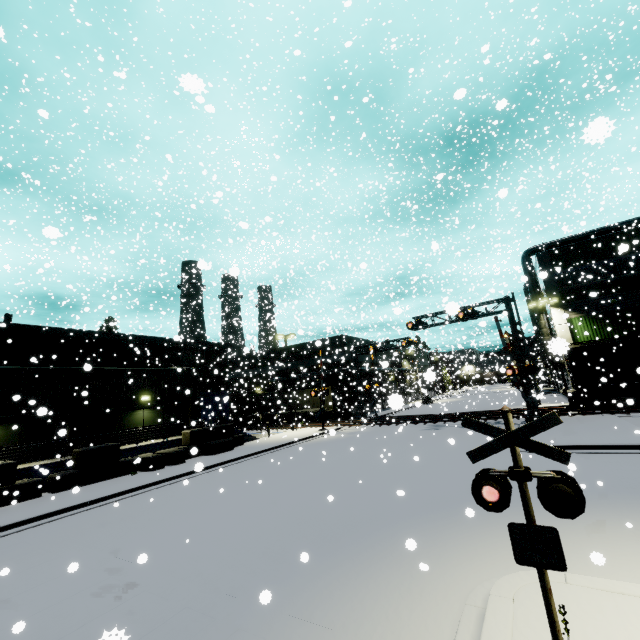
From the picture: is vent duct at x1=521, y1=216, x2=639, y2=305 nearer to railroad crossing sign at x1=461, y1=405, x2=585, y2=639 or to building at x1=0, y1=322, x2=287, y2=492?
building at x1=0, y1=322, x2=287, y2=492

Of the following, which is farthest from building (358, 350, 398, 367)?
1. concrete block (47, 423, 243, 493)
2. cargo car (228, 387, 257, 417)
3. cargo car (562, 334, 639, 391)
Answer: cargo car (228, 387, 257, 417)

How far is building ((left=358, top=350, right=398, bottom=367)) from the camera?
17.3m

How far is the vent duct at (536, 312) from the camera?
25.8m

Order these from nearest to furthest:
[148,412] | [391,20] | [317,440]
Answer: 1. [391,20]
2. [148,412]
3. [317,440]

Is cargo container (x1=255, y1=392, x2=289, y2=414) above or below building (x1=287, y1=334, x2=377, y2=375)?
below

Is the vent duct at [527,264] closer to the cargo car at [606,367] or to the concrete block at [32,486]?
the cargo car at [606,367]

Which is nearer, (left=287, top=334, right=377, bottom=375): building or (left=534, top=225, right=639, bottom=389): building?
(left=534, top=225, right=639, bottom=389): building
